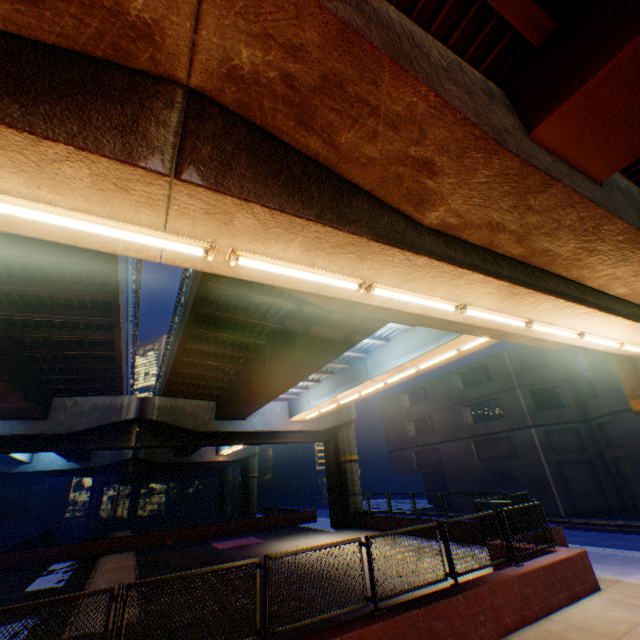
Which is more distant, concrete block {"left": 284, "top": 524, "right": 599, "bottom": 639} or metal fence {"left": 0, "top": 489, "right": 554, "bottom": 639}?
concrete block {"left": 284, "top": 524, "right": 599, "bottom": 639}

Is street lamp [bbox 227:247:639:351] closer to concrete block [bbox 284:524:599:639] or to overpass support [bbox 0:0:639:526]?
overpass support [bbox 0:0:639:526]

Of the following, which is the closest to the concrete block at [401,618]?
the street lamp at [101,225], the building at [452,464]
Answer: the street lamp at [101,225]

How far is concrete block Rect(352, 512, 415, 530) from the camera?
19.3m

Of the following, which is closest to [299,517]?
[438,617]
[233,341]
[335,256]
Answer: [233,341]

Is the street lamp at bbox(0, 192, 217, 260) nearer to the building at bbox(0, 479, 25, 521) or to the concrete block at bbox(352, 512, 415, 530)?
the concrete block at bbox(352, 512, 415, 530)

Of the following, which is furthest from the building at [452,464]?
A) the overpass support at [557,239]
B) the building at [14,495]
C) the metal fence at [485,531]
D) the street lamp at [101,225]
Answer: the building at [14,495]

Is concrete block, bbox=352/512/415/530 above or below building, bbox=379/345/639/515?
below
